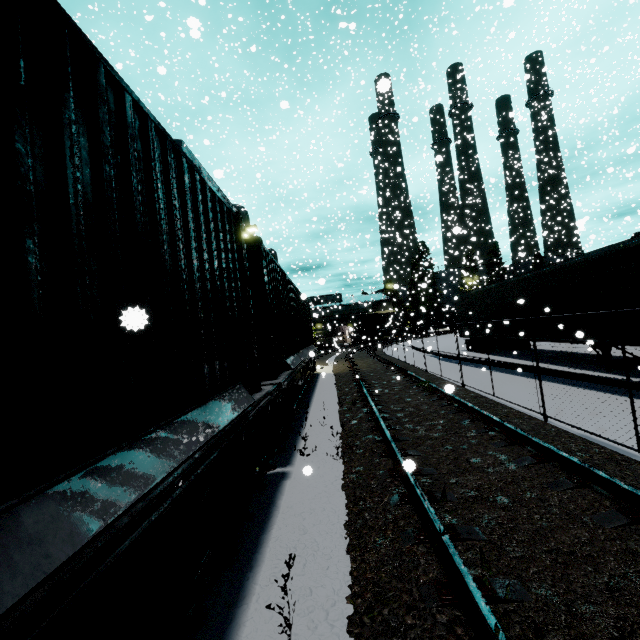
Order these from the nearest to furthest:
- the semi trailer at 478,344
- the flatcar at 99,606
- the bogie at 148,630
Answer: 1. the flatcar at 99,606
2. the bogie at 148,630
3. the semi trailer at 478,344

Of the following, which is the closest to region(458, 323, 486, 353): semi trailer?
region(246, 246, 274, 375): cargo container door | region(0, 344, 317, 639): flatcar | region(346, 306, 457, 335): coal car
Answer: region(346, 306, 457, 335): coal car

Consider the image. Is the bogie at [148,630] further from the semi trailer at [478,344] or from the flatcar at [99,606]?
the semi trailer at [478,344]

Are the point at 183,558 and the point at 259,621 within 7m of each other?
yes

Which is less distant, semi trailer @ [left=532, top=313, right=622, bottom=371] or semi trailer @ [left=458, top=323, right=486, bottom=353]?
semi trailer @ [left=532, top=313, right=622, bottom=371]

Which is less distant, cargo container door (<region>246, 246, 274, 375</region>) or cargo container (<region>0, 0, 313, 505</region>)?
cargo container (<region>0, 0, 313, 505</region>)

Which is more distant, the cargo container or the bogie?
the bogie

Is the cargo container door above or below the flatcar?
above
